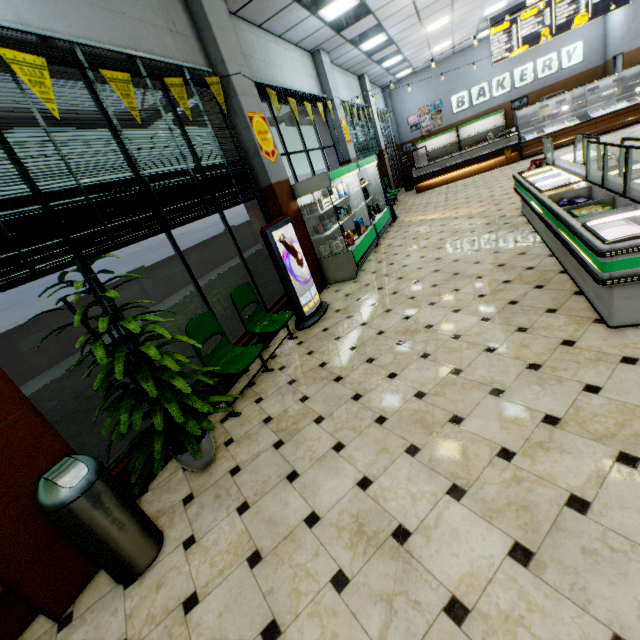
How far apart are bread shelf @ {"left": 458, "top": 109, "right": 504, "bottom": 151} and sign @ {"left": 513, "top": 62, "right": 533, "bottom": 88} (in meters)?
0.64

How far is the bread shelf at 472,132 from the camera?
15.8 meters

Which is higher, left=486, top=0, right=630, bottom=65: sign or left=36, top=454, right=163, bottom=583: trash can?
left=486, top=0, right=630, bottom=65: sign

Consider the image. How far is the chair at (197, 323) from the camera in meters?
3.6 m

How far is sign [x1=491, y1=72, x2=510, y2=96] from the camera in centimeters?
1514cm

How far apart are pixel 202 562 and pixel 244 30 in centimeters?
790cm

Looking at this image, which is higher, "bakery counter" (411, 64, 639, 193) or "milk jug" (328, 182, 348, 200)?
"milk jug" (328, 182, 348, 200)

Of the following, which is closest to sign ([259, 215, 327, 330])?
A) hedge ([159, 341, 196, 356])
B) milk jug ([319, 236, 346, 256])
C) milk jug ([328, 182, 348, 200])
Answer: hedge ([159, 341, 196, 356])
